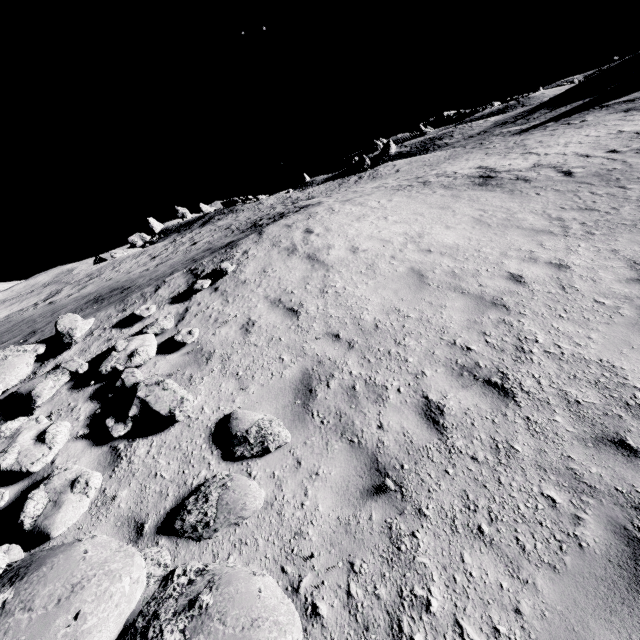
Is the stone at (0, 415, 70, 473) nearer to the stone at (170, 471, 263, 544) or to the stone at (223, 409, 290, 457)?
the stone at (170, 471, 263, 544)

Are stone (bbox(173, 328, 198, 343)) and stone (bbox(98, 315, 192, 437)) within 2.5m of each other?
yes

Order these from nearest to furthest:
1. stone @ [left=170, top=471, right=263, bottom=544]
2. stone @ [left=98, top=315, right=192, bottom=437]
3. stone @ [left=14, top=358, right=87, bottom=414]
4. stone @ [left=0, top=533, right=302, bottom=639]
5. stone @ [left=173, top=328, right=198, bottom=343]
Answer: stone @ [left=0, top=533, right=302, bottom=639] < stone @ [left=170, top=471, right=263, bottom=544] < stone @ [left=98, top=315, right=192, bottom=437] < stone @ [left=14, top=358, right=87, bottom=414] < stone @ [left=173, top=328, right=198, bottom=343]

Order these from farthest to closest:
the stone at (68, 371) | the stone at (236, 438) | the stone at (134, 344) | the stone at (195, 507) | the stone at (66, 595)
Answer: the stone at (68, 371) → the stone at (134, 344) → the stone at (236, 438) → the stone at (195, 507) → the stone at (66, 595)

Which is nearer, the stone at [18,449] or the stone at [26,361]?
the stone at [18,449]

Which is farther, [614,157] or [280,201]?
[280,201]

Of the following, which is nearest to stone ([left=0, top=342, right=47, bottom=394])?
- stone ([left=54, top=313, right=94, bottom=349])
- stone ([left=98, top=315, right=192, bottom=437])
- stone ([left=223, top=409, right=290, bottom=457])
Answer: stone ([left=54, top=313, right=94, bottom=349])

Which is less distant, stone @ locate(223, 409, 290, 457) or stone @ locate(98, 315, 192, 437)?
stone @ locate(223, 409, 290, 457)
